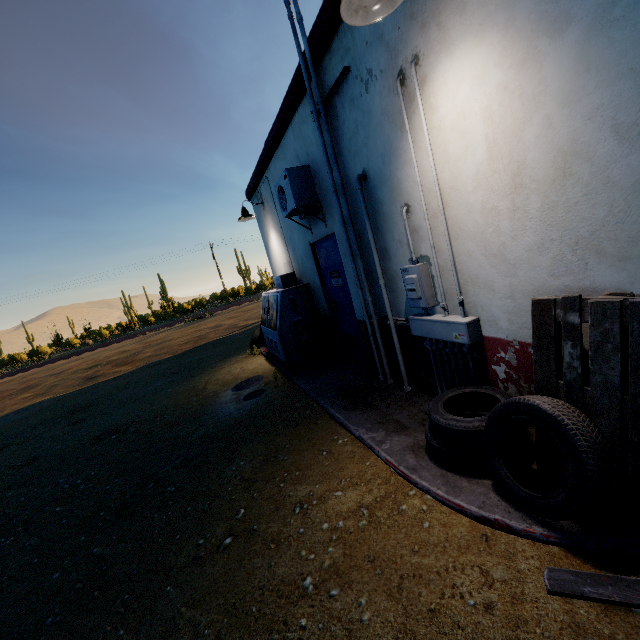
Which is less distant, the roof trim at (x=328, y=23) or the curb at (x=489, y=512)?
the curb at (x=489, y=512)

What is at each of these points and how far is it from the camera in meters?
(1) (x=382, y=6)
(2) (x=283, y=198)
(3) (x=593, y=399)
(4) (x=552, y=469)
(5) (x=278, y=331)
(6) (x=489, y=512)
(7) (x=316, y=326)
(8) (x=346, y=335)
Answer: (1) street light, 2.2
(2) air conditioner, 5.3
(3) pallet, 1.8
(4) pallet, 2.1
(5) fridge, 6.3
(6) curb, 2.0
(7) trash bag, 6.1
(8) door, 5.7

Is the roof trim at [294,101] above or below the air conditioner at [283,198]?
above

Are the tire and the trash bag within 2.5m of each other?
no

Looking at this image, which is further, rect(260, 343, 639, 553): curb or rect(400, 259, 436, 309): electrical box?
rect(400, 259, 436, 309): electrical box

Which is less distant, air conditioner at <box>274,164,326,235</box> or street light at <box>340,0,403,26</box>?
street light at <box>340,0,403,26</box>

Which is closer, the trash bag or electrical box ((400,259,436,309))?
electrical box ((400,259,436,309))

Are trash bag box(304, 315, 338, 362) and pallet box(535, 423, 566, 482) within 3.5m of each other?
no
